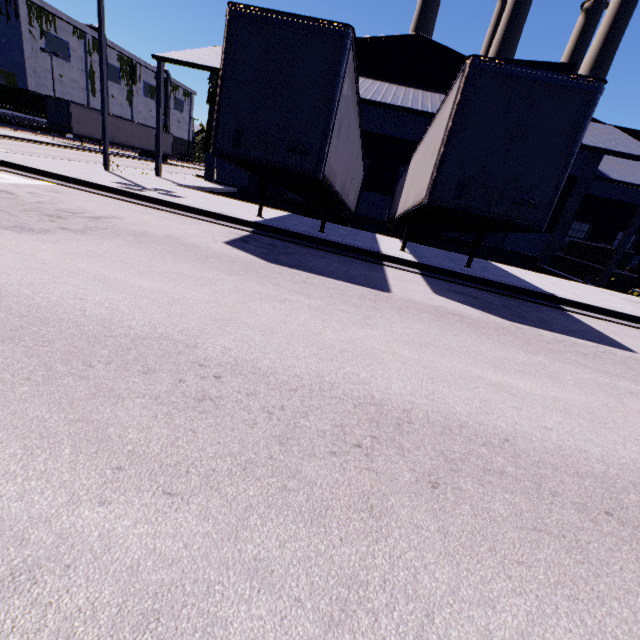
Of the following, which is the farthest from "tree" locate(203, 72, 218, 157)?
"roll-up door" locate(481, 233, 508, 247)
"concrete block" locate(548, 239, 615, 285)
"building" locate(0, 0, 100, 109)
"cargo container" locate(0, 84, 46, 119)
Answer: "concrete block" locate(548, 239, 615, 285)

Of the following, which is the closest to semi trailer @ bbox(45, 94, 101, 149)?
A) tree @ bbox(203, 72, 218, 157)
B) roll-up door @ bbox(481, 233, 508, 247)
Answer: tree @ bbox(203, 72, 218, 157)

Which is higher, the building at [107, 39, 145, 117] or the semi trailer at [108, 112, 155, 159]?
the building at [107, 39, 145, 117]

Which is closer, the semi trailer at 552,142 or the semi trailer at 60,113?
the semi trailer at 552,142

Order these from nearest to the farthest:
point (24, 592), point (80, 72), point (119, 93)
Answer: point (24, 592), point (80, 72), point (119, 93)

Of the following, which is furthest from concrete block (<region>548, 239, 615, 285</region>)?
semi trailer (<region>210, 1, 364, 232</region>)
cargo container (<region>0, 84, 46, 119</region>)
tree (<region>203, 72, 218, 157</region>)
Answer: cargo container (<region>0, 84, 46, 119</region>)

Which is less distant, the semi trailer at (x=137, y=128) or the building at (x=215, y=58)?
the building at (x=215, y=58)

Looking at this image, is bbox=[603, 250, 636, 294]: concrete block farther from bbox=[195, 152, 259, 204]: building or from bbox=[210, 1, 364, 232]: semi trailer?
bbox=[210, 1, 364, 232]: semi trailer
